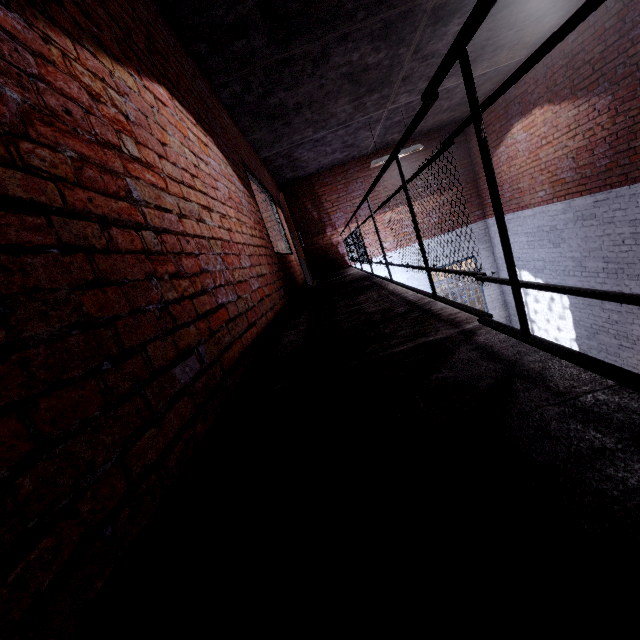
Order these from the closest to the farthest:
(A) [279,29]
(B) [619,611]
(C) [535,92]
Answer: (B) [619,611] → (A) [279,29] → (C) [535,92]
